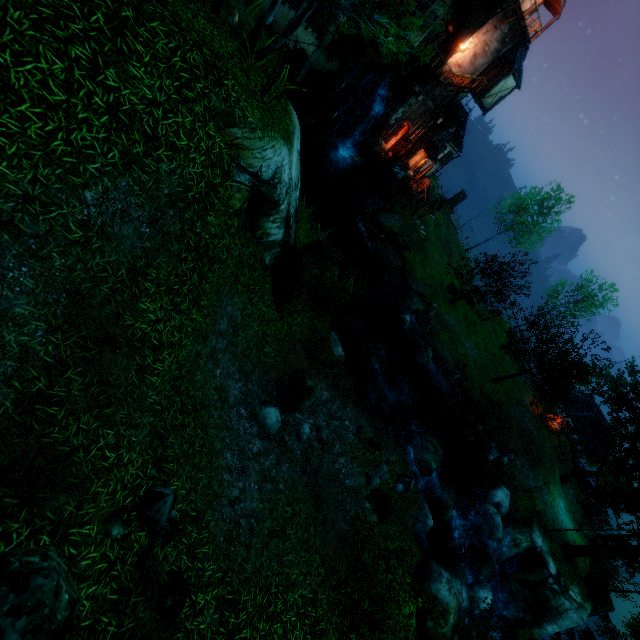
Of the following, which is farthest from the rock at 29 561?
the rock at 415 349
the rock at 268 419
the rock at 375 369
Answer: the rock at 415 349

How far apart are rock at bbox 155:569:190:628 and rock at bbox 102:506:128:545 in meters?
1.3 m

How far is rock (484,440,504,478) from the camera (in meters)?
21.83

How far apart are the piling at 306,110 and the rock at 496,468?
30.6m

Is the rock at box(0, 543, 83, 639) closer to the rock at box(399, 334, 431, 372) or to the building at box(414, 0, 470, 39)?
the rock at box(399, 334, 431, 372)

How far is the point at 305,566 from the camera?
8.51m

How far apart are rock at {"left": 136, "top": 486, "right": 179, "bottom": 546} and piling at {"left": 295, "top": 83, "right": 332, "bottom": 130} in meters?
31.1

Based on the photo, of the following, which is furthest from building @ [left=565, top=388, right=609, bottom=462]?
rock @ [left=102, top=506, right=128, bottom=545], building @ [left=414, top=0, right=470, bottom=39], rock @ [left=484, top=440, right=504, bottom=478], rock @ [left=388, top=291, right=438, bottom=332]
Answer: rock @ [left=102, top=506, right=128, bottom=545]
